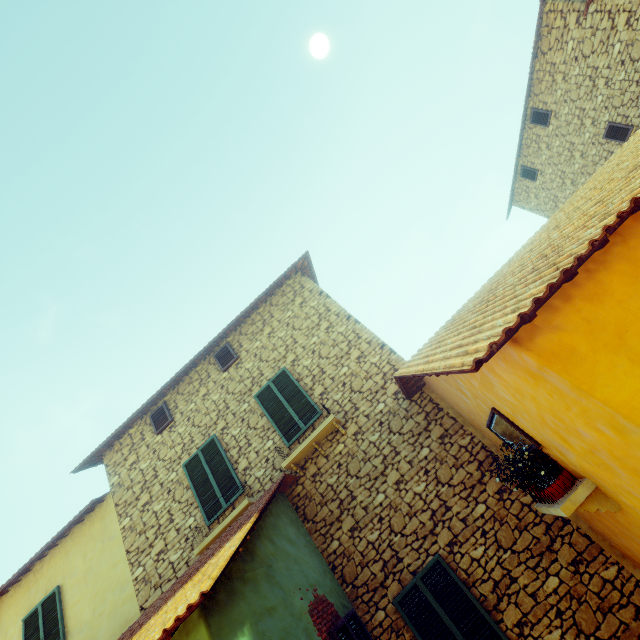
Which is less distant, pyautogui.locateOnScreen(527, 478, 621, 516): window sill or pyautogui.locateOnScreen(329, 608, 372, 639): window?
pyautogui.locateOnScreen(527, 478, 621, 516): window sill

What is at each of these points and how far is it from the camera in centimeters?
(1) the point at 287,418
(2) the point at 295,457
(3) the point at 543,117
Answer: (1) window, 769cm
(2) window sill, 681cm
(3) window, 1173cm

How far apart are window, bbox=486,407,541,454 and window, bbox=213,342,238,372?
6.36m

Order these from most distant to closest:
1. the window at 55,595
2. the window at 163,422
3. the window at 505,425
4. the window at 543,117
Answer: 1. the window at 543,117
2. the window at 163,422
3. the window at 55,595
4. the window at 505,425

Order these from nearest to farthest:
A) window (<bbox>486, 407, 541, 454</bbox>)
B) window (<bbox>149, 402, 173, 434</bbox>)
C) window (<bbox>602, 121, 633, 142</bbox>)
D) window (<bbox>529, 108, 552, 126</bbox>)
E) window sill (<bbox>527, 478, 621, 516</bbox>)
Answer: window sill (<bbox>527, 478, 621, 516</bbox>) → window (<bbox>486, 407, 541, 454</bbox>) → window (<bbox>149, 402, 173, 434</bbox>) → window (<bbox>602, 121, 633, 142</bbox>) → window (<bbox>529, 108, 552, 126</bbox>)

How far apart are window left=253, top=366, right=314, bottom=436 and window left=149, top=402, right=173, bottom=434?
2.6m

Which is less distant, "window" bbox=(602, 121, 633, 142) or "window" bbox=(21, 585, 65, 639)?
"window" bbox=(21, 585, 65, 639)

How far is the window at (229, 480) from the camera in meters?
7.3 m
